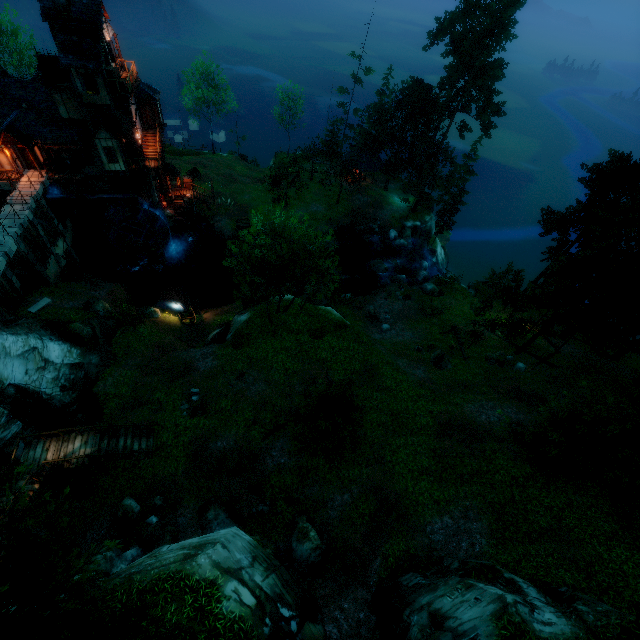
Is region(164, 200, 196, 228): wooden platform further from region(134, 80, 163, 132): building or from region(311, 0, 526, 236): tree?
region(311, 0, 526, 236): tree

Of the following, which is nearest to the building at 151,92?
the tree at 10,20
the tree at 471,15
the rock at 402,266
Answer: the tree at 10,20

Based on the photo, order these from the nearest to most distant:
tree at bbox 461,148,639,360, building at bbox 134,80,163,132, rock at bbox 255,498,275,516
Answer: rock at bbox 255,498,275,516 → tree at bbox 461,148,639,360 → building at bbox 134,80,163,132

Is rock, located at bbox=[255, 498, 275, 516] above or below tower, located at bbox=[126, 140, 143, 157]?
below

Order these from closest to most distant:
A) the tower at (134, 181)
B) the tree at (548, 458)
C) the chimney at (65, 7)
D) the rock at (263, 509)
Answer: the tree at (548, 458), the rock at (263, 509), the chimney at (65, 7), the tower at (134, 181)

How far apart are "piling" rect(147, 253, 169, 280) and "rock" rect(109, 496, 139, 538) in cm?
2580

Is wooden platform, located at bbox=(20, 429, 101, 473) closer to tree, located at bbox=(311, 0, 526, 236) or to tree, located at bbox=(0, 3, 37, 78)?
tree, located at bbox=(311, 0, 526, 236)

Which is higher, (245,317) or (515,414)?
(515,414)
